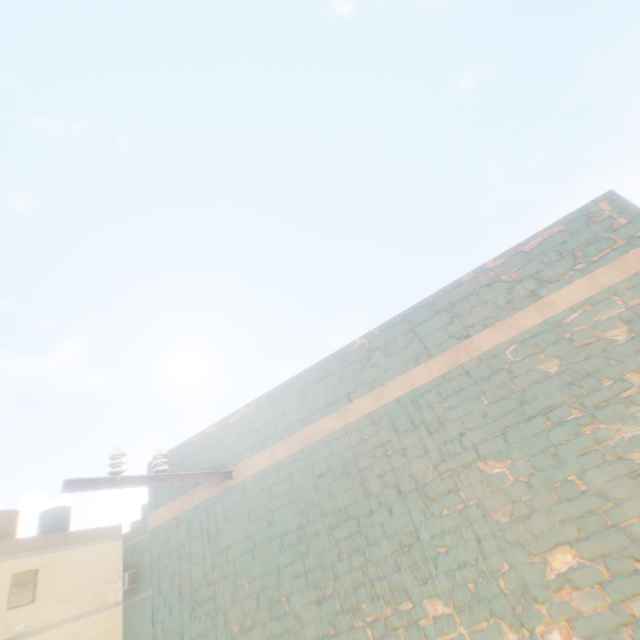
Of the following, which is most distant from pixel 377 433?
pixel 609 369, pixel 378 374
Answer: pixel 609 369
